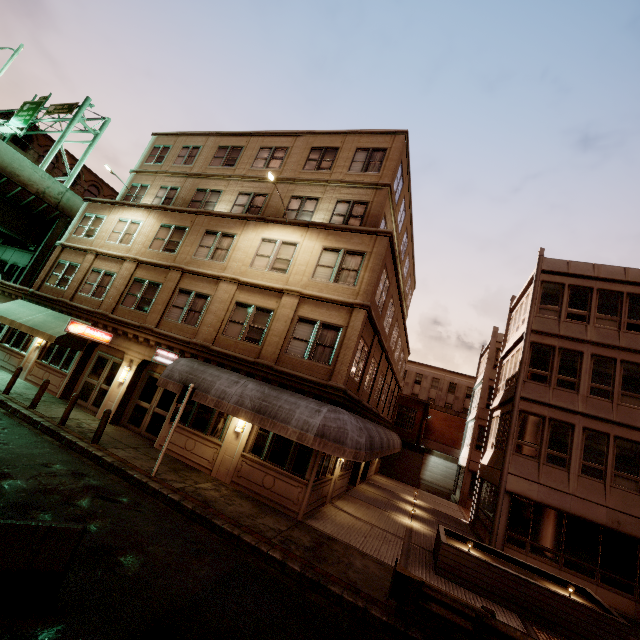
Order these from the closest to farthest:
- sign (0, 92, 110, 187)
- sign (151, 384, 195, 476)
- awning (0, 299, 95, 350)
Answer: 1. sign (151, 384, 195, 476)
2. awning (0, 299, 95, 350)
3. sign (0, 92, 110, 187)

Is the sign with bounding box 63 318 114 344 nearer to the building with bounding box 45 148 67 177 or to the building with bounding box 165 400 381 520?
the building with bounding box 165 400 381 520

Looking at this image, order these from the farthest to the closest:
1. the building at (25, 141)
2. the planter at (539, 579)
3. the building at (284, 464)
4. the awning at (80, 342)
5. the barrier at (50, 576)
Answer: the building at (25, 141) → the awning at (80, 342) → the building at (284, 464) → the planter at (539, 579) → the barrier at (50, 576)

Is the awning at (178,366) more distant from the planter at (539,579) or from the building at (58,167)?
the building at (58,167)

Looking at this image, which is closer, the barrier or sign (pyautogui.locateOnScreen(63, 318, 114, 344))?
the barrier

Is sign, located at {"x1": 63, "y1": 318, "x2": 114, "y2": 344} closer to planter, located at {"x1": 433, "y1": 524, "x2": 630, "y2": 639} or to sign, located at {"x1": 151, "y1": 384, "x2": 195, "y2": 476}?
sign, located at {"x1": 151, "y1": 384, "x2": 195, "y2": 476}

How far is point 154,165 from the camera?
22.77m

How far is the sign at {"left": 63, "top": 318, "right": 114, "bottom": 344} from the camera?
14.61m
